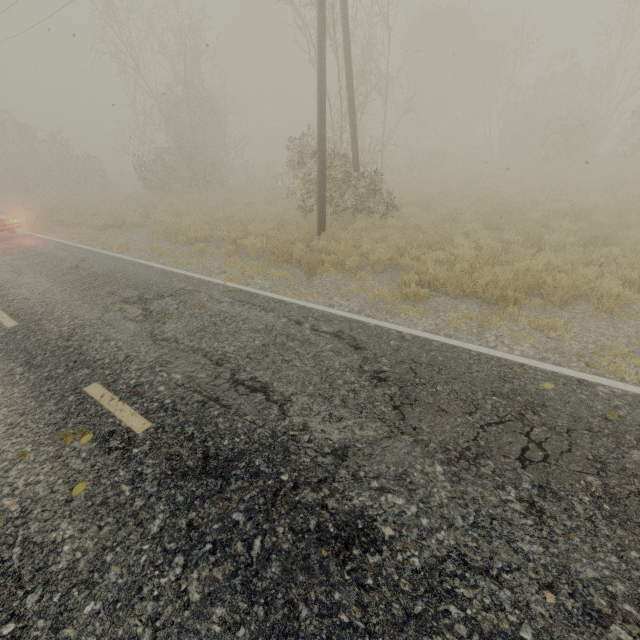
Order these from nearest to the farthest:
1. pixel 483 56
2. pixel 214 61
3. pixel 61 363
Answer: pixel 61 363 → pixel 483 56 → pixel 214 61
